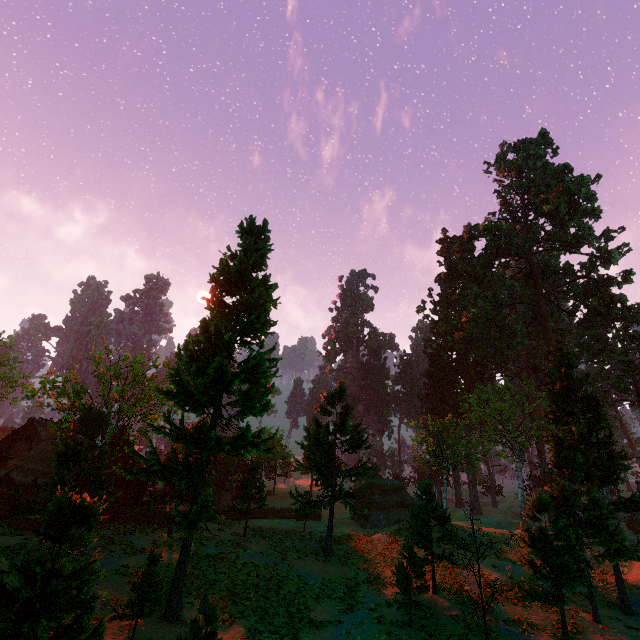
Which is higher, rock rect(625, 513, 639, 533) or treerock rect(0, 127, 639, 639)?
treerock rect(0, 127, 639, 639)

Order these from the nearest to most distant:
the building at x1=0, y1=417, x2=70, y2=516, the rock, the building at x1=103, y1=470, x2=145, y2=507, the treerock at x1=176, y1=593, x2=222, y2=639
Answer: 1. the treerock at x1=176, y1=593, x2=222, y2=639
2. the building at x1=0, y1=417, x2=70, y2=516
3. the building at x1=103, y1=470, x2=145, y2=507
4. the rock

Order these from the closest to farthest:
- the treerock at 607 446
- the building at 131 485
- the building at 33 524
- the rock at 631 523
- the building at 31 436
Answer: the treerock at 607 446
the building at 33 524
the building at 31 436
the building at 131 485
the rock at 631 523

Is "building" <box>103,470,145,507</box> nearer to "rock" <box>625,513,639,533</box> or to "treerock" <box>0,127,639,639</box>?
"treerock" <box>0,127,639,639</box>

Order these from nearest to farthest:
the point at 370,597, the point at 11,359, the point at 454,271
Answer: the point at 370,597, the point at 11,359, the point at 454,271

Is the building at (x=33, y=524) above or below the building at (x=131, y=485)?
below

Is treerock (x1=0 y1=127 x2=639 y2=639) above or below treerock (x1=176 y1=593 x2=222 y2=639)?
above
